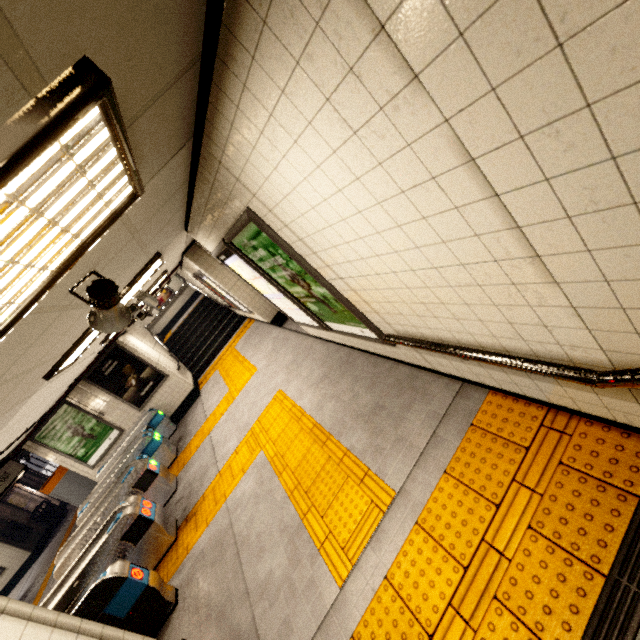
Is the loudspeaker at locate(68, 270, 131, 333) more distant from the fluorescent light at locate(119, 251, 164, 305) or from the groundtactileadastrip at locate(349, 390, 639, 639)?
the groundtactileadastrip at locate(349, 390, 639, 639)

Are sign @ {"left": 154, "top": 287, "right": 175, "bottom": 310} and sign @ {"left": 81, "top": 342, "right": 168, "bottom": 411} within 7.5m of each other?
no

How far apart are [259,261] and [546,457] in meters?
3.0

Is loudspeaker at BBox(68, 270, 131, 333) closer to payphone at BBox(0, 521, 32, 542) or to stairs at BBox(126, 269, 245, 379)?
stairs at BBox(126, 269, 245, 379)

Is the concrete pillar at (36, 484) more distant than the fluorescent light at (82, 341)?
Yes

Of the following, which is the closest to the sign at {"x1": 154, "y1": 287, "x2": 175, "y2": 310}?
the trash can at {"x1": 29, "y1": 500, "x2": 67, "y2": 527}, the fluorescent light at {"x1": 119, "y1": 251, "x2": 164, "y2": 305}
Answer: the trash can at {"x1": 29, "y1": 500, "x2": 67, "y2": 527}

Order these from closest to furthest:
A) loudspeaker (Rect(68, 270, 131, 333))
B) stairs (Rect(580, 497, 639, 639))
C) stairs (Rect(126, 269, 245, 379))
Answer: stairs (Rect(580, 497, 639, 639)) → loudspeaker (Rect(68, 270, 131, 333)) → stairs (Rect(126, 269, 245, 379))

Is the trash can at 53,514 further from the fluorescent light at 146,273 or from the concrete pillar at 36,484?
the fluorescent light at 146,273
